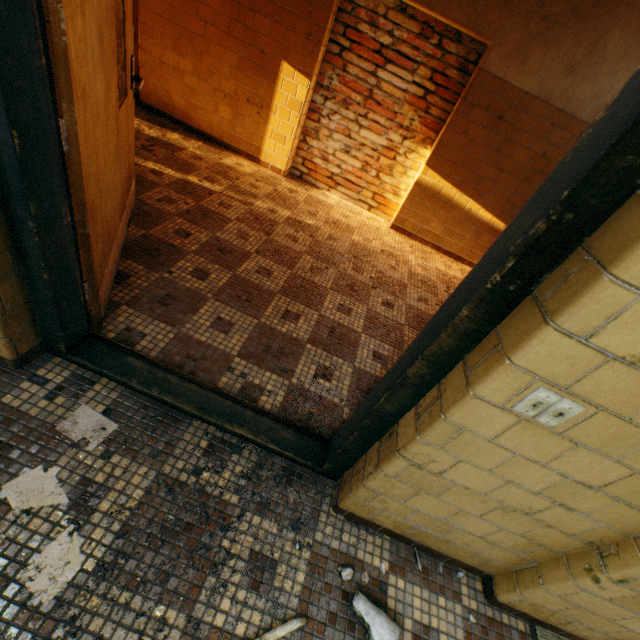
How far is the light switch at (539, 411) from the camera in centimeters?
87cm

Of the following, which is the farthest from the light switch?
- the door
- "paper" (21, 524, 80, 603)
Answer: "paper" (21, 524, 80, 603)

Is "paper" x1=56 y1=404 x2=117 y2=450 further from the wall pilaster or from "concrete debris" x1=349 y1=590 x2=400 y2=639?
the wall pilaster

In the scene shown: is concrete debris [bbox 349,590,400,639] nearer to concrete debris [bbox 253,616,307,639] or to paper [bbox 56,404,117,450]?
concrete debris [bbox 253,616,307,639]

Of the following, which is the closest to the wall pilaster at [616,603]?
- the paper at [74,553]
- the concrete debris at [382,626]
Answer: the concrete debris at [382,626]

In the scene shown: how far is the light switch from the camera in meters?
0.9 m

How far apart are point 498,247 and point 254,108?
4.4 meters

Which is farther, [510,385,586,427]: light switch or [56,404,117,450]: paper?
[56,404,117,450]: paper
